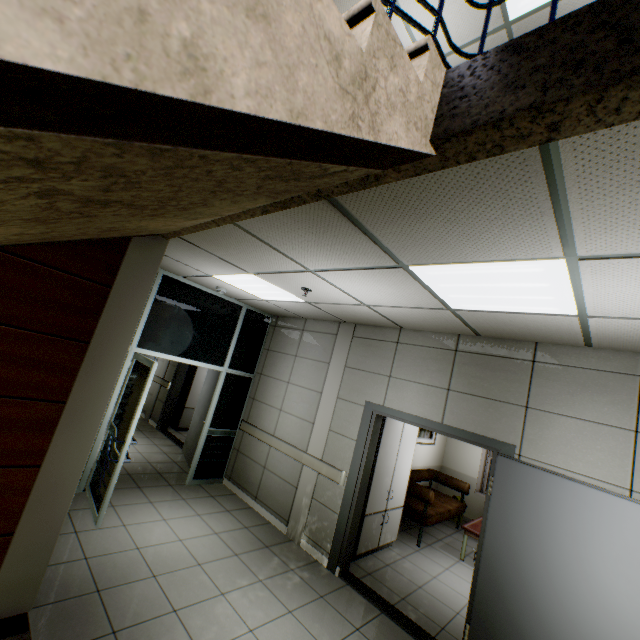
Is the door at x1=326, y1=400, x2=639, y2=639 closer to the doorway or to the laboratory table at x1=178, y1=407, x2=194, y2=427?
the doorway

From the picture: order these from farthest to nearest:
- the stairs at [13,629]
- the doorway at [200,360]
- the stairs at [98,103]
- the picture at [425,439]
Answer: the picture at [425,439]
the doorway at [200,360]
the stairs at [13,629]
the stairs at [98,103]

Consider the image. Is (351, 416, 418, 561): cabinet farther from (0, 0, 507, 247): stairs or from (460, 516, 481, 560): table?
(0, 0, 507, 247): stairs

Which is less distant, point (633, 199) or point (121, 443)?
point (633, 199)

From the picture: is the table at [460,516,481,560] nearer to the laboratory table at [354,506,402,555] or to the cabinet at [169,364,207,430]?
the laboratory table at [354,506,402,555]

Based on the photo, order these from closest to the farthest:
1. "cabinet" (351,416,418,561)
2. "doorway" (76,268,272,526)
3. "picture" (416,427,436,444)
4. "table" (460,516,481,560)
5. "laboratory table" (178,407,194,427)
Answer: "doorway" (76,268,272,526) → "cabinet" (351,416,418,561) → "table" (460,516,481,560) → "picture" (416,427,436,444) → "laboratory table" (178,407,194,427)

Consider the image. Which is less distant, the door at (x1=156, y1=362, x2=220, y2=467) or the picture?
the door at (x1=156, y1=362, x2=220, y2=467)

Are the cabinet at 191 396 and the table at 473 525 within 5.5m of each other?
no
